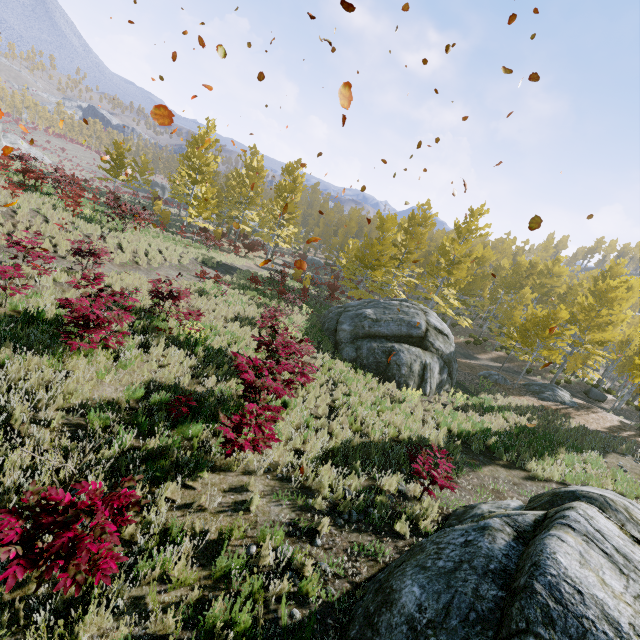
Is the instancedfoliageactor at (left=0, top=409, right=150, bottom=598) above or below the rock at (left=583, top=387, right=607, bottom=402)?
above

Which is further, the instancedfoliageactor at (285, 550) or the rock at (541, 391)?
the rock at (541, 391)

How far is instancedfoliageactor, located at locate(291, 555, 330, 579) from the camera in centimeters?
414cm

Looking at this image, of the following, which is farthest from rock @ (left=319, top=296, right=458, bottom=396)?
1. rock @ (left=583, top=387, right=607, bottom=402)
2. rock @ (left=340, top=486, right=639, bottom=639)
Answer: rock @ (left=583, top=387, right=607, bottom=402)

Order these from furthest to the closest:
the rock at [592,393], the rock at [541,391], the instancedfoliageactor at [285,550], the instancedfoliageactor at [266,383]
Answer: the rock at [592,393]
the rock at [541,391]
the instancedfoliageactor at [266,383]
the instancedfoliageactor at [285,550]

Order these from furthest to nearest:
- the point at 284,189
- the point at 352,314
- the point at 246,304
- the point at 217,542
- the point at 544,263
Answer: the point at 544,263 → the point at 284,189 → the point at 352,314 → the point at 246,304 → the point at 217,542

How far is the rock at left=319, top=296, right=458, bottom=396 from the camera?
14.41m

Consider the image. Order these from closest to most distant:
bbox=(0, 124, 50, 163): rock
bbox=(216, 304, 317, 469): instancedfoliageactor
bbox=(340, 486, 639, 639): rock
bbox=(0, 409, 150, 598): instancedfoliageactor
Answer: bbox=(340, 486, 639, 639): rock, bbox=(0, 409, 150, 598): instancedfoliageactor, bbox=(216, 304, 317, 469): instancedfoliageactor, bbox=(0, 124, 50, 163): rock
